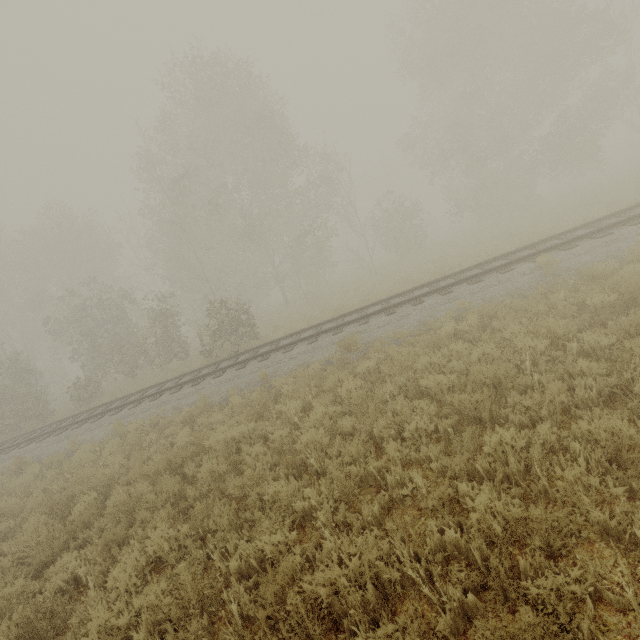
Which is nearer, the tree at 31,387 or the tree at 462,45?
the tree at 31,387

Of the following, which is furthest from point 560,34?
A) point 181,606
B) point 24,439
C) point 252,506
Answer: point 24,439

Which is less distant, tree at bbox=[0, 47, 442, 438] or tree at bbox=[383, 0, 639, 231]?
tree at bbox=[0, 47, 442, 438]
